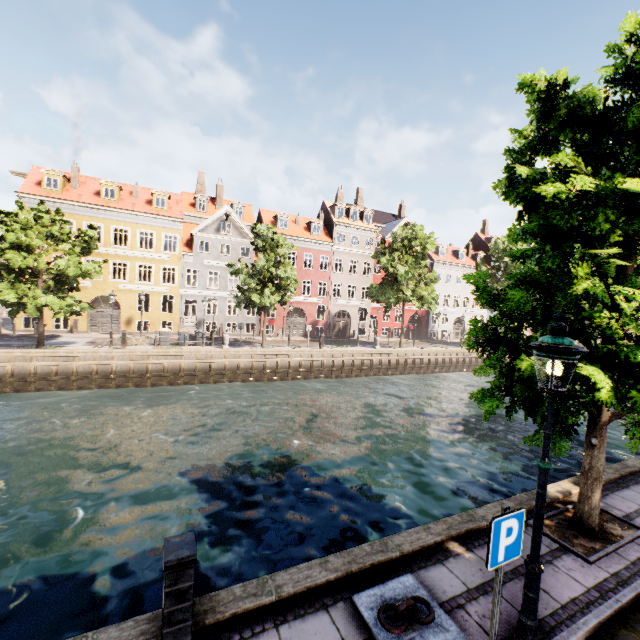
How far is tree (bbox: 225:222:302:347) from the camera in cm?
2345

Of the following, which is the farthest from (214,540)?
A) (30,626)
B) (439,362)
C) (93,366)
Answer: (439,362)

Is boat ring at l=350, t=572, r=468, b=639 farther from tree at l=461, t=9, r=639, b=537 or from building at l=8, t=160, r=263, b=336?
building at l=8, t=160, r=263, b=336

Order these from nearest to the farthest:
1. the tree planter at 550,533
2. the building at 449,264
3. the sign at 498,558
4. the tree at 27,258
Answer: the sign at 498,558 < the tree planter at 550,533 < the tree at 27,258 < the building at 449,264

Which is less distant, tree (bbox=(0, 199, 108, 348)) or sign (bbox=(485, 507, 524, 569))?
sign (bbox=(485, 507, 524, 569))

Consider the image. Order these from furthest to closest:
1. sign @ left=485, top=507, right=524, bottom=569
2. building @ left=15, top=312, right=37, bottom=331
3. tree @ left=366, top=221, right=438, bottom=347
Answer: tree @ left=366, top=221, right=438, bottom=347 → building @ left=15, top=312, right=37, bottom=331 → sign @ left=485, top=507, right=524, bottom=569

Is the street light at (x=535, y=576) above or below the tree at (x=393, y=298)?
below

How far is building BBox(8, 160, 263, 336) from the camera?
27.2m
